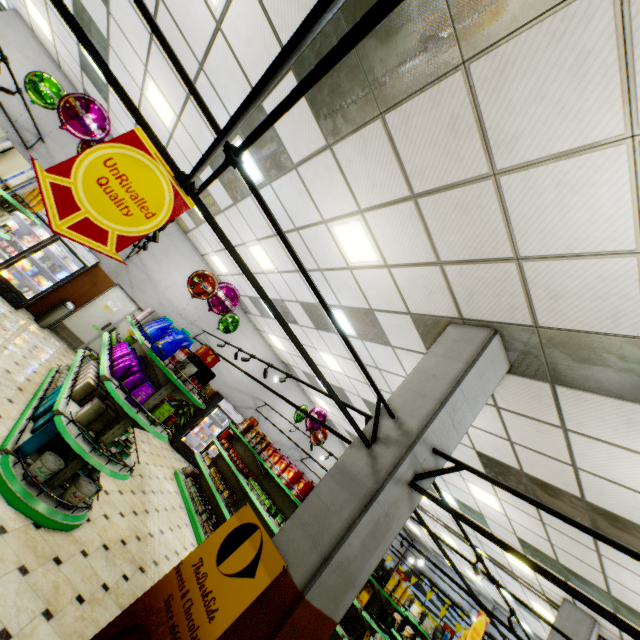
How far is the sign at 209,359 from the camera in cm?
443

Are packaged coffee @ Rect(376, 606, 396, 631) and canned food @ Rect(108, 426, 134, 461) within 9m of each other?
yes

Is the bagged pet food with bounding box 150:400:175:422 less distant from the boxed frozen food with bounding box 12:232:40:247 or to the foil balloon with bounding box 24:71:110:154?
the foil balloon with bounding box 24:71:110:154

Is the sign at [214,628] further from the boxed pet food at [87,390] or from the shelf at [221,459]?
the shelf at [221,459]

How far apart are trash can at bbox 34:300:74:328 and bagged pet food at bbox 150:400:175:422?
7.4 meters

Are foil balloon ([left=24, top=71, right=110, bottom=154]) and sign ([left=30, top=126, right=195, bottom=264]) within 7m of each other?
yes

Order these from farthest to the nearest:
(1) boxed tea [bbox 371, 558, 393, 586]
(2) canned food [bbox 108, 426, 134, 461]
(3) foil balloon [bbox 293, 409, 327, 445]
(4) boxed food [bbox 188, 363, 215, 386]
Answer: (3) foil balloon [bbox 293, 409, 327, 445], (1) boxed tea [bbox 371, 558, 393, 586], (4) boxed food [bbox 188, 363, 215, 386], (2) canned food [bbox 108, 426, 134, 461]

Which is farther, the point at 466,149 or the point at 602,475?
the point at 602,475
